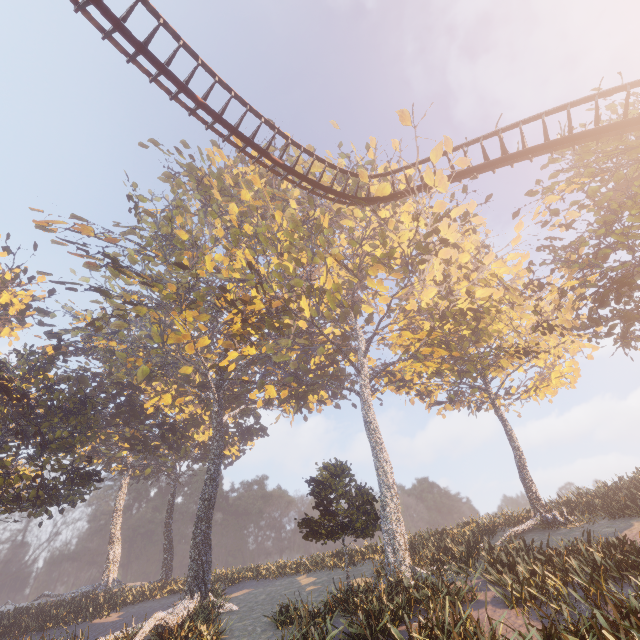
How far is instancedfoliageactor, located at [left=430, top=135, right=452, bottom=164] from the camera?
16.28m

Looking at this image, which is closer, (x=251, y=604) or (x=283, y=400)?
(x=251, y=604)

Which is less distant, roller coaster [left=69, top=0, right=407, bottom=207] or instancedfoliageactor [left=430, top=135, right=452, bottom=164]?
roller coaster [left=69, top=0, right=407, bottom=207]

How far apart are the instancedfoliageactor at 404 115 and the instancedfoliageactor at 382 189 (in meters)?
2.95

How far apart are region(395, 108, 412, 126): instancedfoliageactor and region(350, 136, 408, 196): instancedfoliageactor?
2.95m

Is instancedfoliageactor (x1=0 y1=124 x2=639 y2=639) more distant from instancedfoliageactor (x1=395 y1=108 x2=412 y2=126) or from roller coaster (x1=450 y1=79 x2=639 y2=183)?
instancedfoliageactor (x1=395 y1=108 x2=412 y2=126)

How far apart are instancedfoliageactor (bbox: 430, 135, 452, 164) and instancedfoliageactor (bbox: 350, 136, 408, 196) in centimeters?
255cm

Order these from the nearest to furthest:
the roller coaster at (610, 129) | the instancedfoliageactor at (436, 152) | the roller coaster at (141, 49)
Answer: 1. the roller coaster at (141, 49)
2. the roller coaster at (610, 129)
3. the instancedfoliageactor at (436, 152)
